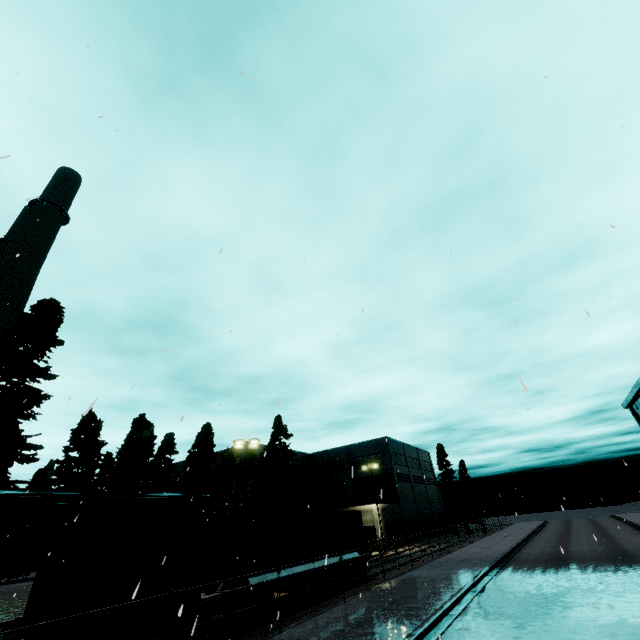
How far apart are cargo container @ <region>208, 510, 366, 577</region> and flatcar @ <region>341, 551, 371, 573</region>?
0.02m

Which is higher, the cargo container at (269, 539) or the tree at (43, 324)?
the tree at (43, 324)

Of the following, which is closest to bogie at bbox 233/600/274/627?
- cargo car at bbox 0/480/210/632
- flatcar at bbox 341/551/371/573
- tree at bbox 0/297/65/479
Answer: flatcar at bbox 341/551/371/573

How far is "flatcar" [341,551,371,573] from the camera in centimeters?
1987cm

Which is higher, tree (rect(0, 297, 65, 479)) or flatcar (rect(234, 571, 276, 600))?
tree (rect(0, 297, 65, 479))

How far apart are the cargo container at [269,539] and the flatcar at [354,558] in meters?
0.0 m

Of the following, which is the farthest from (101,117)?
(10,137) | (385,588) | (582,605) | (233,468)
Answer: (233,468)

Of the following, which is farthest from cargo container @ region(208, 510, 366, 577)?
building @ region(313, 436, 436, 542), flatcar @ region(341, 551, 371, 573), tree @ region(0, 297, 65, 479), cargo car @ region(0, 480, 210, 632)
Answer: building @ region(313, 436, 436, 542)
